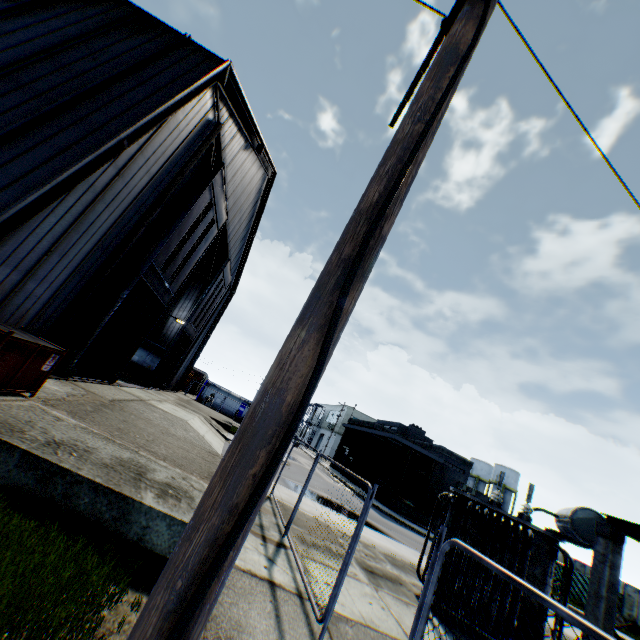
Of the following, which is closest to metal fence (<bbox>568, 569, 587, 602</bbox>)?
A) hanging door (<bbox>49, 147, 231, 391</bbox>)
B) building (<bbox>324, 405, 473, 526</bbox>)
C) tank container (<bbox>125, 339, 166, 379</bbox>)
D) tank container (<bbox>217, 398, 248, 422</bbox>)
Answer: building (<bbox>324, 405, 473, 526</bbox>)

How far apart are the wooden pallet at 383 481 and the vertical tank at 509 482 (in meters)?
33.58

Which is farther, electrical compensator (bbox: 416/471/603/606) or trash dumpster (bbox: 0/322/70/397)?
electrical compensator (bbox: 416/471/603/606)

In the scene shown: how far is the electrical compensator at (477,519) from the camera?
7.90m

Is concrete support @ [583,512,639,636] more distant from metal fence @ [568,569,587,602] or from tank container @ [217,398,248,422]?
tank container @ [217,398,248,422]

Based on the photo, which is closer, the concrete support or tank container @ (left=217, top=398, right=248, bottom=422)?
the concrete support

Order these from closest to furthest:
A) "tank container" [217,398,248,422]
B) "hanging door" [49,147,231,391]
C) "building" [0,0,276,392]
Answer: "building" [0,0,276,392] → "hanging door" [49,147,231,391] → "tank container" [217,398,248,422]

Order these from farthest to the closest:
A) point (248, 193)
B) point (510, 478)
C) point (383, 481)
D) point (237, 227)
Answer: point (510, 478) < point (383, 481) < point (237, 227) < point (248, 193)
